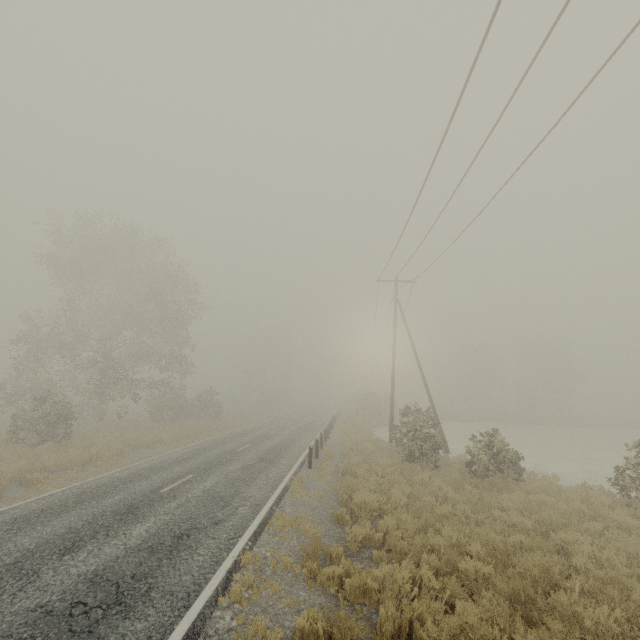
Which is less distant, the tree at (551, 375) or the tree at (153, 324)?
the tree at (153, 324)

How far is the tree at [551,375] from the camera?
53.0m

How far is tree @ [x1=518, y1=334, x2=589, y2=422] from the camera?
53.03m

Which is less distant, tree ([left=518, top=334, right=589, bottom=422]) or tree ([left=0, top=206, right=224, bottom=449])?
tree ([left=0, top=206, right=224, bottom=449])

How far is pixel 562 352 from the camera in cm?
5409
